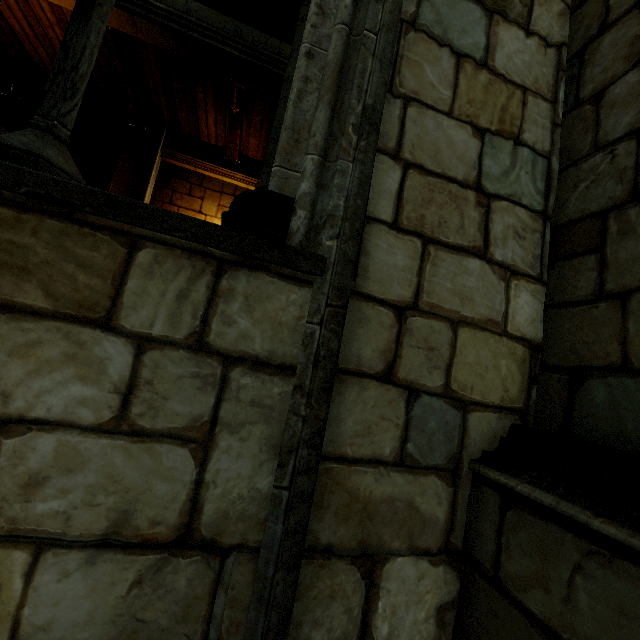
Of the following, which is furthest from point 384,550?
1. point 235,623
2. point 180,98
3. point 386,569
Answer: point 180,98

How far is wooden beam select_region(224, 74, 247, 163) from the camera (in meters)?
5.68

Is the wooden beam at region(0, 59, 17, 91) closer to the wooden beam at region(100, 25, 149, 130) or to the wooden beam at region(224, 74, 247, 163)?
the wooden beam at region(100, 25, 149, 130)

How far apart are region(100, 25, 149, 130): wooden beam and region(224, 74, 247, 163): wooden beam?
1.77m

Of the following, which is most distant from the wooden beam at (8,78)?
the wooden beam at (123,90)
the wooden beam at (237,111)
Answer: the wooden beam at (237,111)

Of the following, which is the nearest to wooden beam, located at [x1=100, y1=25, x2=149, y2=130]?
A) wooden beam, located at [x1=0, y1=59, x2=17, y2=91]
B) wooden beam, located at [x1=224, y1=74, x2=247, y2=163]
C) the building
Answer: the building
